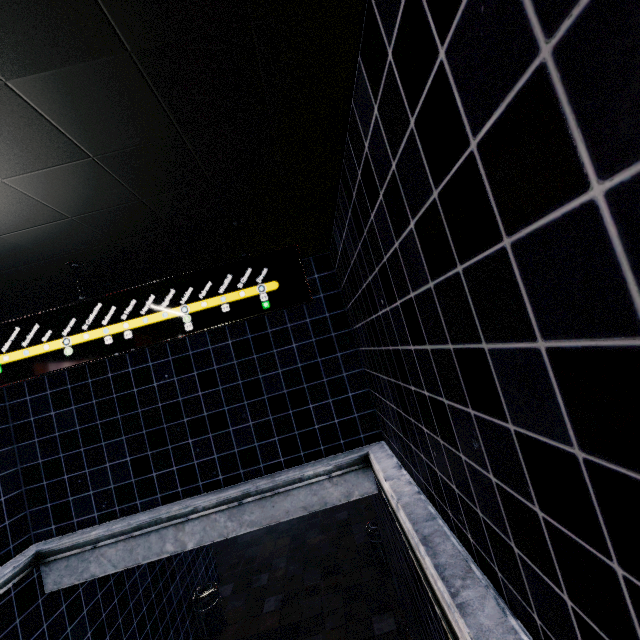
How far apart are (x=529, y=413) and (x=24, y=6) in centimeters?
212cm
